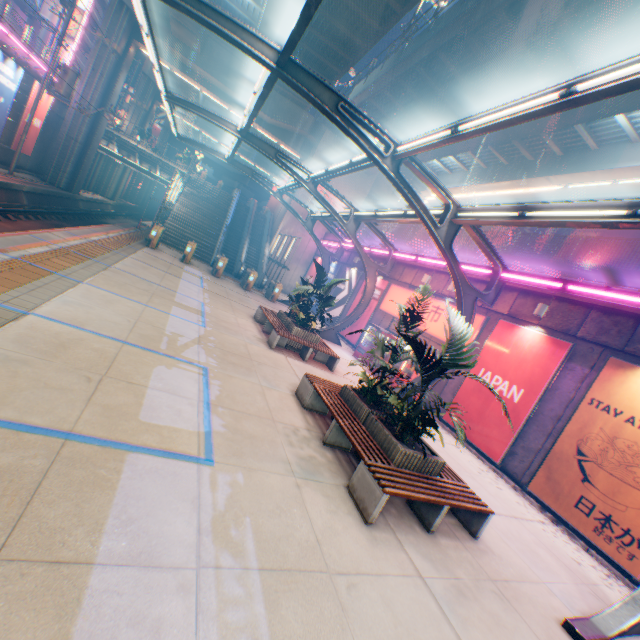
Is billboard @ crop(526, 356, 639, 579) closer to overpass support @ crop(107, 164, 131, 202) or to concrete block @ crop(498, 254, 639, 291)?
concrete block @ crop(498, 254, 639, 291)

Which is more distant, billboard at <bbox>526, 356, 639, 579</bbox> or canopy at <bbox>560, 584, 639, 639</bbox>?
billboard at <bbox>526, 356, 639, 579</bbox>

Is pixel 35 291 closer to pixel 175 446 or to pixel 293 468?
pixel 175 446

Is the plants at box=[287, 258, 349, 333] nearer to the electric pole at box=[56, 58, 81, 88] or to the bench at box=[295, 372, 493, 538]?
the bench at box=[295, 372, 493, 538]

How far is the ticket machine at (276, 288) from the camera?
21.6 meters

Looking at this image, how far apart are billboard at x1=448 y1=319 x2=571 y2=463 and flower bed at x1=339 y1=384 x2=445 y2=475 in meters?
5.0

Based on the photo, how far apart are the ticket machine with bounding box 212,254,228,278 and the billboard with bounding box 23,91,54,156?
13.48m

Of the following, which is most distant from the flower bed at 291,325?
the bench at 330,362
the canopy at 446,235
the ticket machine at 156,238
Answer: the ticket machine at 156,238
